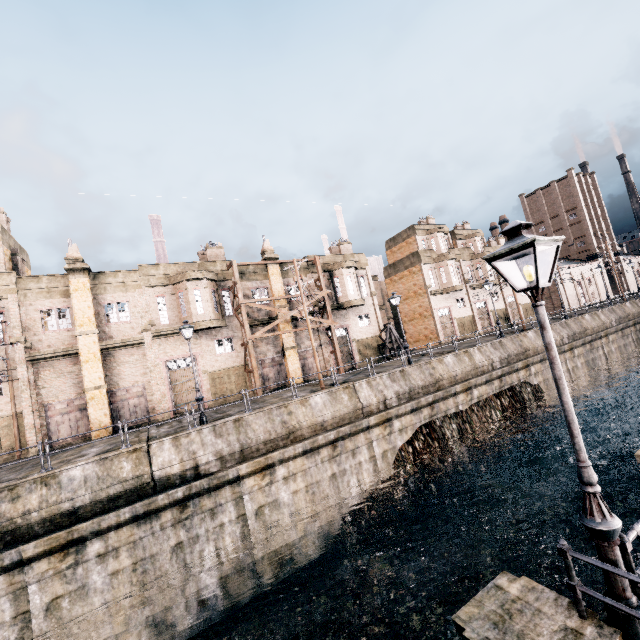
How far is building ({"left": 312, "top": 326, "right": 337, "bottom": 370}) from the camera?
32.3 meters

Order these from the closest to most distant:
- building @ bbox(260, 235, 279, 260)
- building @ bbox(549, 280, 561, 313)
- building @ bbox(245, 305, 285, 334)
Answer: building @ bbox(245, 305, 285, 334), building @ bbox(260, 235, 279, 260), building @ bbox(549, 280, 561, 313)

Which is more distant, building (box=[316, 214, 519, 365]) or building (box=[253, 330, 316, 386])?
building (box=[316, 214, 519, 365])

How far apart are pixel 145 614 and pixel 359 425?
13.03m

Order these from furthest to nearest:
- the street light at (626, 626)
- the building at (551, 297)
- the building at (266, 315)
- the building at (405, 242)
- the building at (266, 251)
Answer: the building at (551, 297) → the building at (405, 242) → the building at (266, 251) → the building at (266, 315) → the street light at (626, 626)

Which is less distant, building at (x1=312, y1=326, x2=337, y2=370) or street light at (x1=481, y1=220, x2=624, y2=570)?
street light at (x1=481, y1=220, x2=624, y2=570)

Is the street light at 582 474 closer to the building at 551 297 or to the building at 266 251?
the building at 266 251
